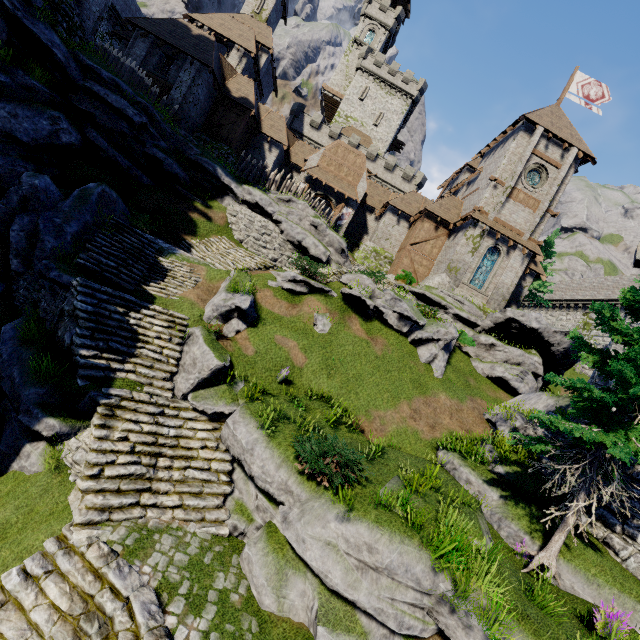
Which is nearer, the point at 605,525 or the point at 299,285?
the point at 605,525

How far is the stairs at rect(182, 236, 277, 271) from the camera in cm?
1781

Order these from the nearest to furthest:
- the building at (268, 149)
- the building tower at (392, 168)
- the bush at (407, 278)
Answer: the building at (268, 149), the bush at (407, 278), the building tower at (392, 168)

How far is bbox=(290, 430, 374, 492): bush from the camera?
8.1m

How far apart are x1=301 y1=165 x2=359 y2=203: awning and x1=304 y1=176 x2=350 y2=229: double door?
0.5m

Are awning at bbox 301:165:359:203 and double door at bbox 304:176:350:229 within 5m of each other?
yes

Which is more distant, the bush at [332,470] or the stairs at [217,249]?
the stairs at [217,249]

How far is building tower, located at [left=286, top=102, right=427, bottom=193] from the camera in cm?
4497
